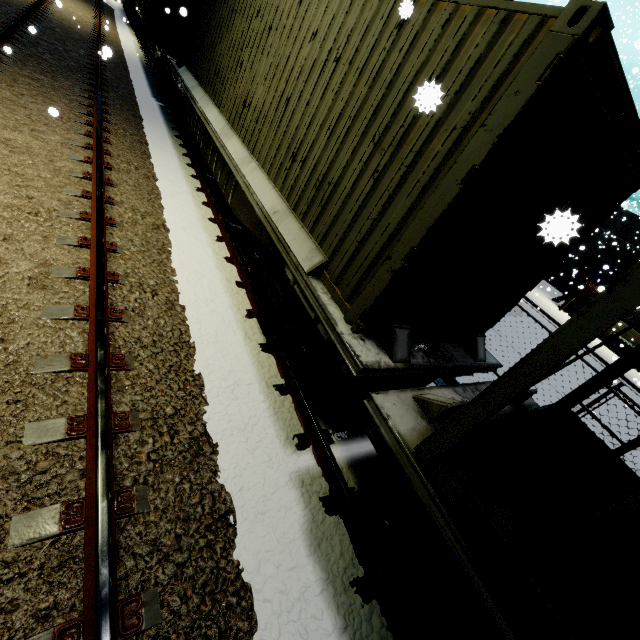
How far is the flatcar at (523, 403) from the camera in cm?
344

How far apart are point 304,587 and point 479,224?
3.43m

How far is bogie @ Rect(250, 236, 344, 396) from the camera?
3.7 meters

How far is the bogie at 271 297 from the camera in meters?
3.7 m

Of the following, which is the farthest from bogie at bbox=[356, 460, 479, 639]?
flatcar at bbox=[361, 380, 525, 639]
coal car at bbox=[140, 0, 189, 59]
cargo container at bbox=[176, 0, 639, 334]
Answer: coal car at bbox=[140, 0, 189, 59]

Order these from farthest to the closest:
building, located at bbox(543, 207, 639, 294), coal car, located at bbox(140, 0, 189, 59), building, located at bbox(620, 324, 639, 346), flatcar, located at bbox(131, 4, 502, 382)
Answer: building, located at bbox(543, 207, 639, 294) < building, located at bbox(620, 324, 639, 346) < coal car, located at bbox(140, 0, 189, 59) < flatcar, located at bbox(131, 4, 502, 382)

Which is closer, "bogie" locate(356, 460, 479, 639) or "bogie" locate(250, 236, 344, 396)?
"bogie" locate(356, 460, 479, 639)

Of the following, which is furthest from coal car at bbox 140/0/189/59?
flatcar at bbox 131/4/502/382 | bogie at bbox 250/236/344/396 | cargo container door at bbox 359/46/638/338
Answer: cargo container door at bbox 359/46/638/338
